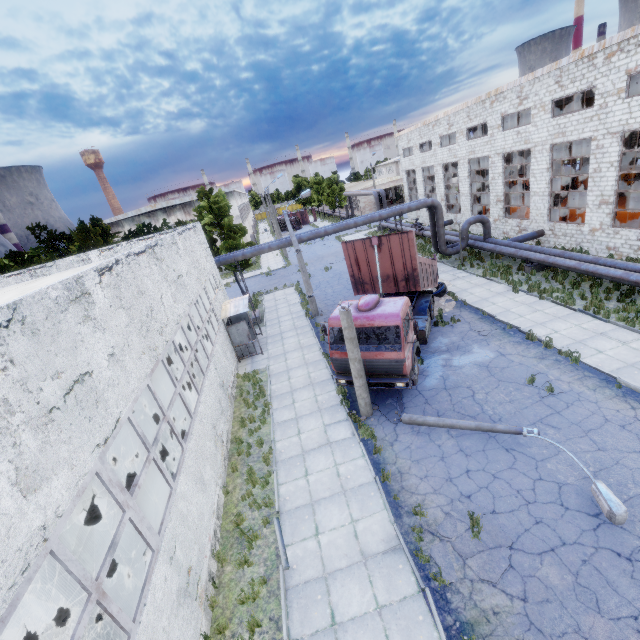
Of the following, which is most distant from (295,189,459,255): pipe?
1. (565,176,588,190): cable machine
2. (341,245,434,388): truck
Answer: (565,176,588,190): cable machine

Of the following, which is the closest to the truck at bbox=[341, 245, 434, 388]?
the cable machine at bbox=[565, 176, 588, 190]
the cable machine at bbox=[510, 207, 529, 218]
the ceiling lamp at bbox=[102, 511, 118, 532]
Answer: the ceiling lamp at bbox=[102, 511, 118, 532]

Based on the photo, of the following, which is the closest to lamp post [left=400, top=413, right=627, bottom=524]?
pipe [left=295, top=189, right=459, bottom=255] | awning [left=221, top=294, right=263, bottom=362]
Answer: pipe [left=295, top=189, right=459, bottom=255]

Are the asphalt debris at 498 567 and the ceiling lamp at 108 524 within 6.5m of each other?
no

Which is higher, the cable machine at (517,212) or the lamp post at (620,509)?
the cable machine at (517,212)

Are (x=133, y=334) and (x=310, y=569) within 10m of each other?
yes

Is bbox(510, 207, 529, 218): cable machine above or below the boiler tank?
above

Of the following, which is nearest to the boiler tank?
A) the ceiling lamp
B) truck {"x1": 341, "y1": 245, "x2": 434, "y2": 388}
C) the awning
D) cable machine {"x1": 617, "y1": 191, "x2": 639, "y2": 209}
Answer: the ceiling lamp
